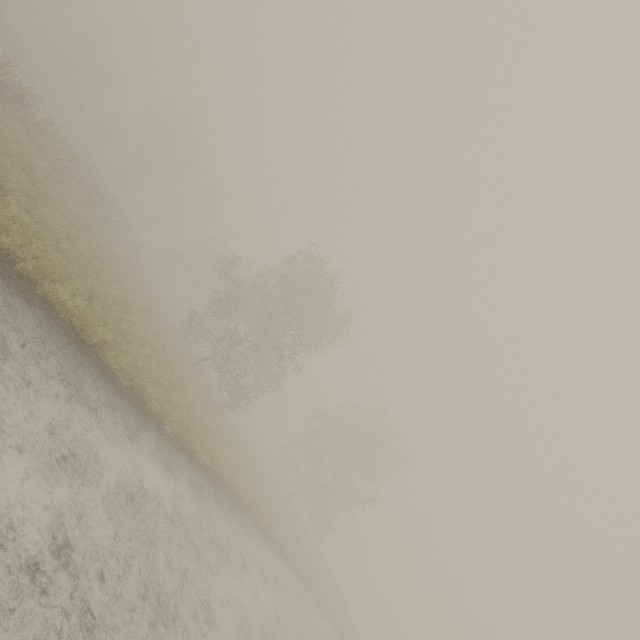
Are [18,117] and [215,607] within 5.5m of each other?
no
